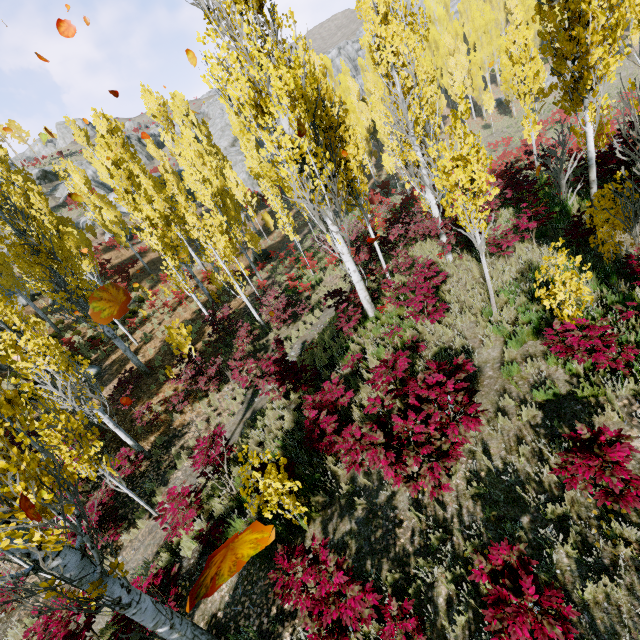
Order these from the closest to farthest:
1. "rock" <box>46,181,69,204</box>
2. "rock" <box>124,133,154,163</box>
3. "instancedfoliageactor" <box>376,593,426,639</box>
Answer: "instancedfoliageactor" <box>376,593,426,639</box> → "rock" <box>46,181,69,204</box> → "rock" <box>124,133,154,163</box>

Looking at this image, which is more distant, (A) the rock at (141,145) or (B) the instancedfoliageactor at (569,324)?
(A) the rock at (141,145)

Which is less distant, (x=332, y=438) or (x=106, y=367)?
(x=332, y=438)

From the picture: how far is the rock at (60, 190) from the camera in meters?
45.3

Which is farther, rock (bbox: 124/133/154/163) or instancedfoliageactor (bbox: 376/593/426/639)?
rock (bbox: 124/133/154/163)

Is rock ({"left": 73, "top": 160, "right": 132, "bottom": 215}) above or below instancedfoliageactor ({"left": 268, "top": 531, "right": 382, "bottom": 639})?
above
